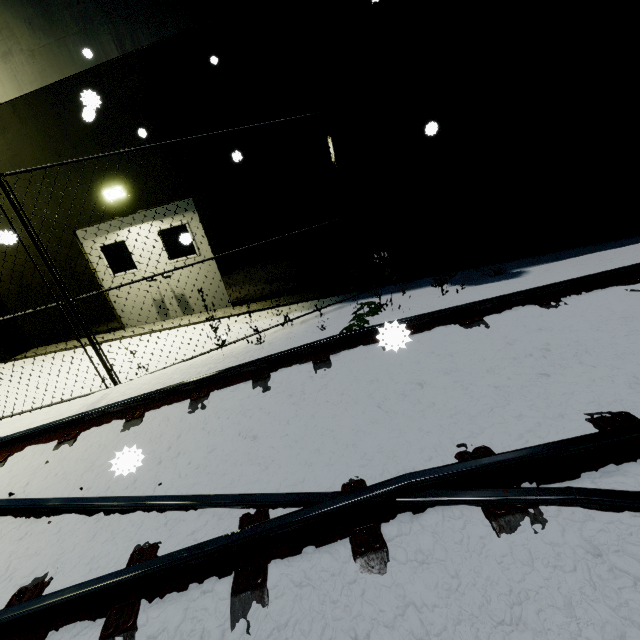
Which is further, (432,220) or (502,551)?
(432,220)

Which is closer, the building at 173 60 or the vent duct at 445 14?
the vent duct at 445 14

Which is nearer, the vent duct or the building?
the vent duct
